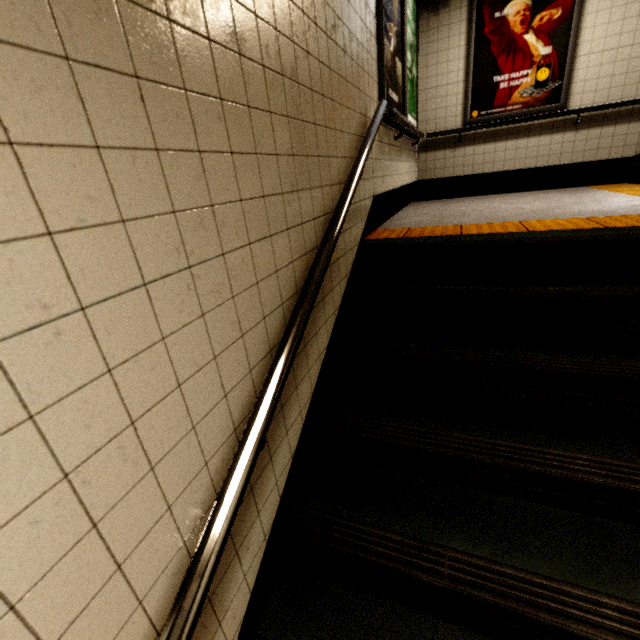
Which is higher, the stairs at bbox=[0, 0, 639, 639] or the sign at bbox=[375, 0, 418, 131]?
the sign at bbox=[375, 0, 418, 131]

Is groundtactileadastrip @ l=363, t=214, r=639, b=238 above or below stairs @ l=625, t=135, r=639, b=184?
below

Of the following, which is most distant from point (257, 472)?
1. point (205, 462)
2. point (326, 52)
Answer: point (326, 52)

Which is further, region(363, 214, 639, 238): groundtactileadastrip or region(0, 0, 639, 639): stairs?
region(363, 214, 639, 238): groundtactileadastrip

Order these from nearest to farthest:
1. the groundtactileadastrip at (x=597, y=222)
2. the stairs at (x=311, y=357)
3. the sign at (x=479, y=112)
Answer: the stairs at (x=311, y=357)
the groundtactileadastrip at (x=597, y=222)
the sign at (x=479, y=112)

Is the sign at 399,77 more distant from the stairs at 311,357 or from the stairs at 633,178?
the stairs at 633,178

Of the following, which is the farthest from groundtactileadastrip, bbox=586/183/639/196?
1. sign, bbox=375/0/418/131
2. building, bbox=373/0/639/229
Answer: sign, bbox=375/0/418/131

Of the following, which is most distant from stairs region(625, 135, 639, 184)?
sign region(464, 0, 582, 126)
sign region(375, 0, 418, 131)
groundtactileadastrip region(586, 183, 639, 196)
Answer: sign region(375, 0, 418, 131)
